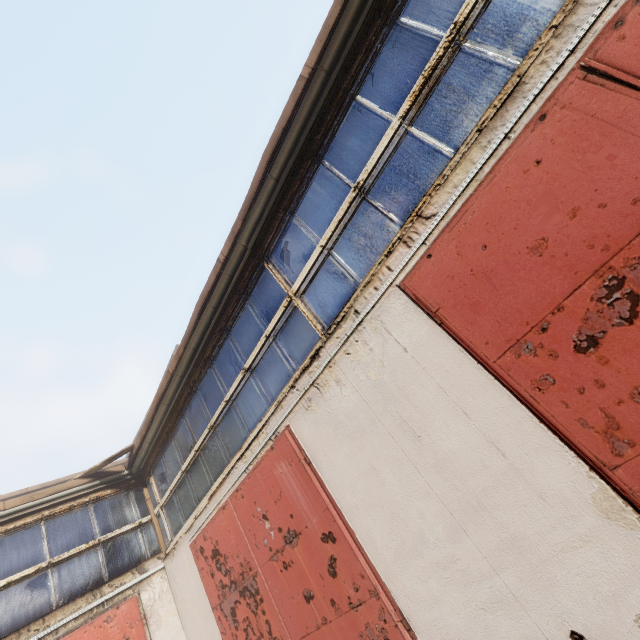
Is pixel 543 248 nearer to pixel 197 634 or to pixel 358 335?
pixel 358 335
